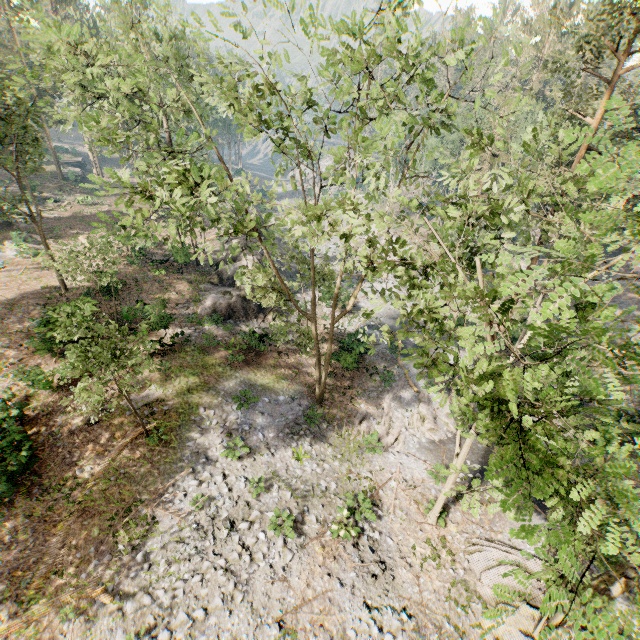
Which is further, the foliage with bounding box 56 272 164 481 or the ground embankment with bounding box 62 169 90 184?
the ground embankment with bounding box 62 169 90 184

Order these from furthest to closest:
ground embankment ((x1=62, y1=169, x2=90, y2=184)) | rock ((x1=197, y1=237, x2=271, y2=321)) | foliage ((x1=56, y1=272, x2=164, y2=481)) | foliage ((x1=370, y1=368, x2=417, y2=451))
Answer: ground embankment ((x1=62, y1=169, x2=90, y2=184)), rock ((x1=197, y1=237, x2=271, y2=321)), foliage ((x1=370, y1=368, x2=417, y2=451)), foliage ((x1=56, y1=272, x2=164, y2=481))

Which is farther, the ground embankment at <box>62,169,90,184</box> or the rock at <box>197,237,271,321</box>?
the ground embankment at <box>62,169,90,184</box>

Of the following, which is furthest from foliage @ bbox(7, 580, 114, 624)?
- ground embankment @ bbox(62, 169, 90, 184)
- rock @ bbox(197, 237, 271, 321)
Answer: ground embankment @ bbox(62, 169, 90, 184)

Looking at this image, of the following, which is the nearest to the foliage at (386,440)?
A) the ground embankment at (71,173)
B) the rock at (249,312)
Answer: the rock at (249,312)

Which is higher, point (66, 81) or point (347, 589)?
point (66, 81)

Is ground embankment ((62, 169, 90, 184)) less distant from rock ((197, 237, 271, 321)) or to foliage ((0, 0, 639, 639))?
foliage ((0, 0, 639, 639))
